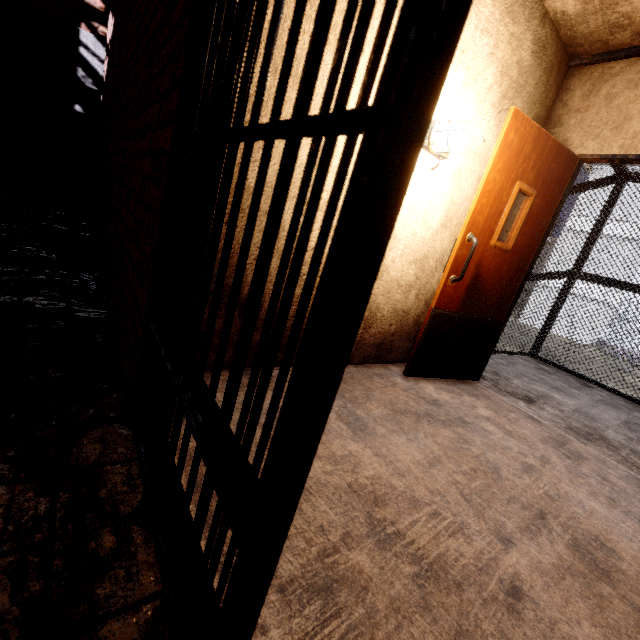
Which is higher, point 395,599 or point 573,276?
point 573,276

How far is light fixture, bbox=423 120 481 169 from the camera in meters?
2.1

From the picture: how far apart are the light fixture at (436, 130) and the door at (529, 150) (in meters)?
0.35

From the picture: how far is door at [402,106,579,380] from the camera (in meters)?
2.43

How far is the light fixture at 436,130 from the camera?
2.1 meters

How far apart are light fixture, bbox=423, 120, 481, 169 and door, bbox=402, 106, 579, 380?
0.3 meters
